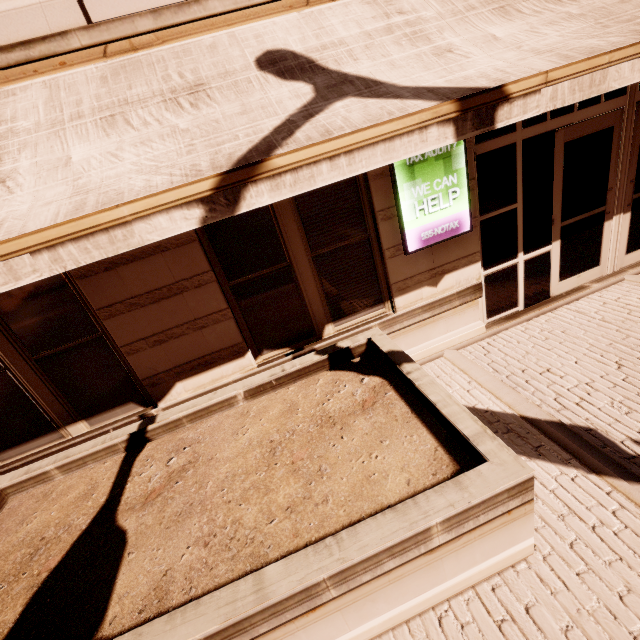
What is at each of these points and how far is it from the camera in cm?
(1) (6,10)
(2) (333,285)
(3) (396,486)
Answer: (1) building, 256
(2) building, 434
(3) planter, 252

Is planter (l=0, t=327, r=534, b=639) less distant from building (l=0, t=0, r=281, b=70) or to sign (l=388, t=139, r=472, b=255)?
building (l=0, t=0, r=281, b=70)

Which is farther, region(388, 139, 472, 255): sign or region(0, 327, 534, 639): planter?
region(388, 139, 472, 255): sign

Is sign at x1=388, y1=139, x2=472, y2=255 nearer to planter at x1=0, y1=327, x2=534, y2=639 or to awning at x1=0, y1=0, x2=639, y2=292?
awning at x1=0, y1=0, x2=639, y2=292

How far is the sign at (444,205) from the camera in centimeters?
384cm

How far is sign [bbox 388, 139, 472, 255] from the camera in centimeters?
384cm

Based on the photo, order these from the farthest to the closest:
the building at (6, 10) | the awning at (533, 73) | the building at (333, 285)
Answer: the building at (333, 285), the building at (6, 10), the awning at (533, 73)

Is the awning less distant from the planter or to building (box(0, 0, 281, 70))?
building (box(0, 0, 281, 70))
